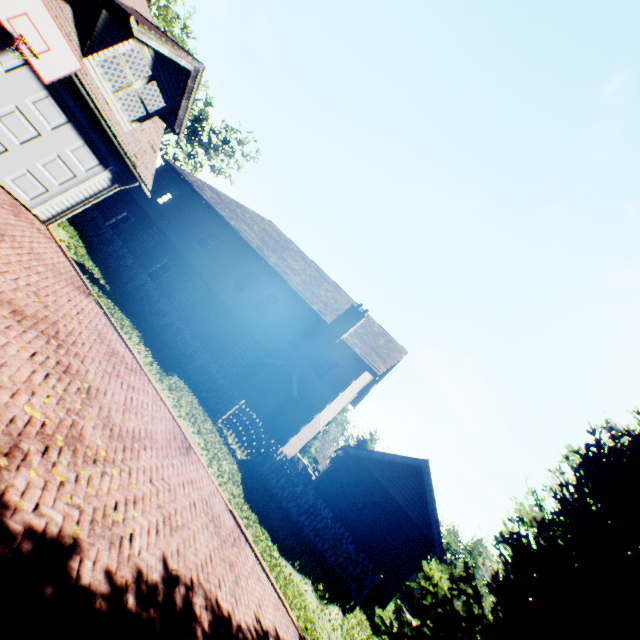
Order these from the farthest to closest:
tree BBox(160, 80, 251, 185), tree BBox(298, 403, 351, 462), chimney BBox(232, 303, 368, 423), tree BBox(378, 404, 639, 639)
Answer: tree BBox(298, 403, 351, 462)
tree BBox(160, 80, 251, 185)
chimney BBox(232, 303, 368, 423)
tree BBox(378, 404, 639, 639)

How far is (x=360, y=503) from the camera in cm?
1450

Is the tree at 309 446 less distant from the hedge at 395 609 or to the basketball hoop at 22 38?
the hedge at 395 609

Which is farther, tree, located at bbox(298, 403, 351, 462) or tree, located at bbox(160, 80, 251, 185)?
tree, located at bbox(298, 403, 351, 462)

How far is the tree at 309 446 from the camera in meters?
39.0

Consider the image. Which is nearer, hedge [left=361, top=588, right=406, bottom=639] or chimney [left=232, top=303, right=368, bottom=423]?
hedge [left=361, top=588, right=406, bottom=639]

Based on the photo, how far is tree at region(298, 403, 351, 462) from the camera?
39.05m
